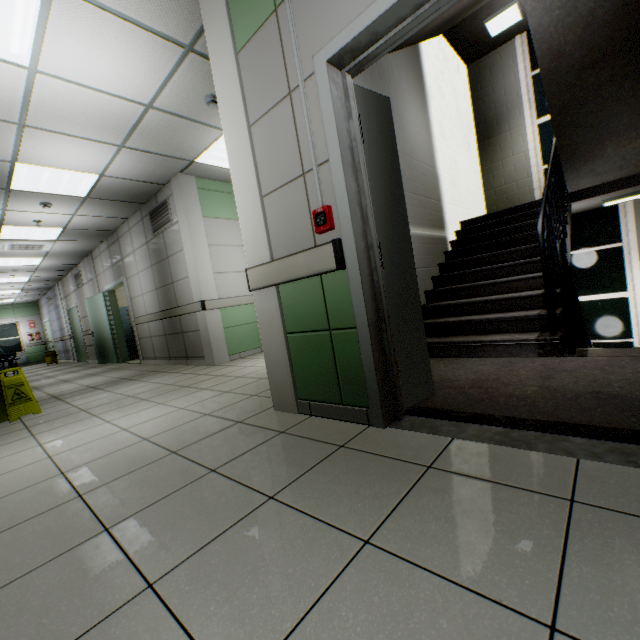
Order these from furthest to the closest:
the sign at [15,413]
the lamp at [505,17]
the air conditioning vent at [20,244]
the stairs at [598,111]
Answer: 1. the air conditioning vent at [20,244]
2. the lamp at [505,17]
3. the sign at [15,413]
4. the stairs at [598,111]

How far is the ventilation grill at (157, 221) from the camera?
5.79m

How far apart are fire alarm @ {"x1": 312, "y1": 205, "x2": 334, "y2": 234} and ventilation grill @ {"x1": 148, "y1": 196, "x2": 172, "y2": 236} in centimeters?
474cm

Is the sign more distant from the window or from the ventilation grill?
the window

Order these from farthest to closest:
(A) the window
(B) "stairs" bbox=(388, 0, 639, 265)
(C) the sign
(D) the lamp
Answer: (A) the window → (D) the lamp → (C) the sign → (B) "stairs" bbox=(388, 0, 639, 265)

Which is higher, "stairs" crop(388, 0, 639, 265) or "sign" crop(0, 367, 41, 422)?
"stairs" crop(388, 0, 639, 265)

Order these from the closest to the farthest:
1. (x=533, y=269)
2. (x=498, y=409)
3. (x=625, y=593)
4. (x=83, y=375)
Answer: (x=625, y=593) → (x=498, y=409) → (x=533, y=269) → (x=83, y=375)

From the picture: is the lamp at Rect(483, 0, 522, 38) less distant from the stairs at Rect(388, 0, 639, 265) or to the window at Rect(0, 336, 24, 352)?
the stairs at Rect(388, 0, 639, 265)
